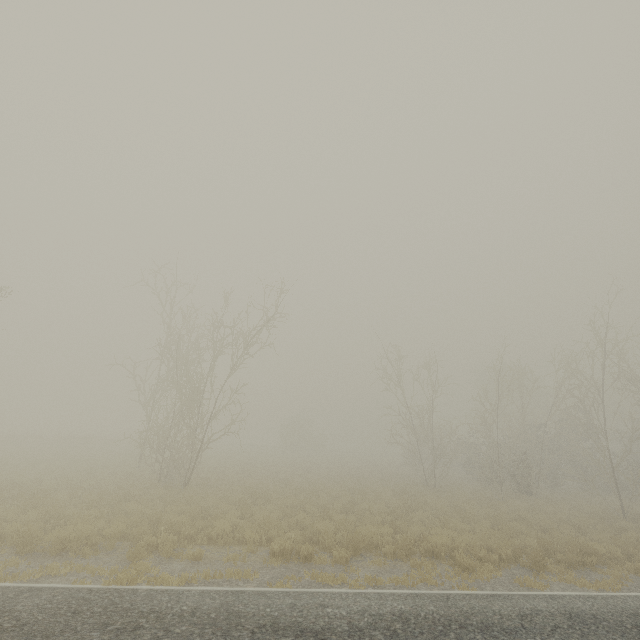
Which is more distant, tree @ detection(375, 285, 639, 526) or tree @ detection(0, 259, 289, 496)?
tree @ detection(375, 285, 639, 526)

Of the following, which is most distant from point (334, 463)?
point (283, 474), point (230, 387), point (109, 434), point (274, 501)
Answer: point (109, 434)

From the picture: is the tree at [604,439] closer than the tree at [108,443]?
No
